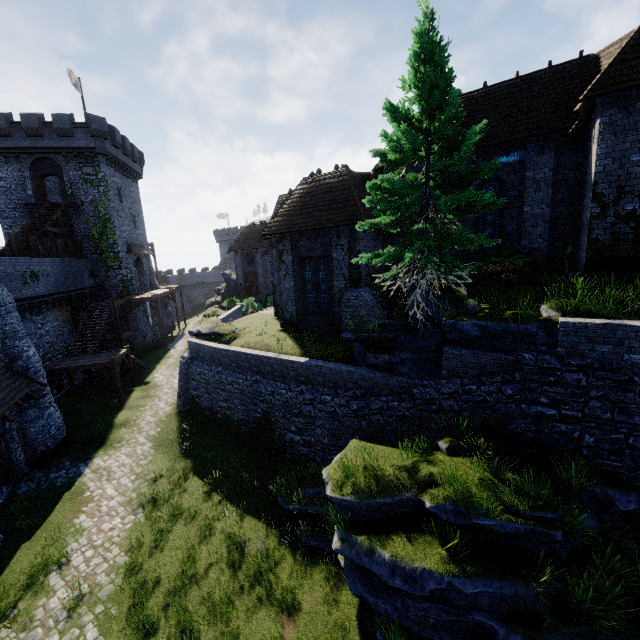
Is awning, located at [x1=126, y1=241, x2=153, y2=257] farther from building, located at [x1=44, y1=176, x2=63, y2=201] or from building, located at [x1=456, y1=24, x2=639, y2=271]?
building, located at [x1=456, y1=24, x2=639, y2=271]

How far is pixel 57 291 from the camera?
24.42m

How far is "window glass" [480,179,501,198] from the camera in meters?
15.1 m

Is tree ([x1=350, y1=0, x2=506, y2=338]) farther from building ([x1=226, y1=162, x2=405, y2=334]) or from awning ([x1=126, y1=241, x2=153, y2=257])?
awning ([x1=126, y1=241, x2=153, y2=257])

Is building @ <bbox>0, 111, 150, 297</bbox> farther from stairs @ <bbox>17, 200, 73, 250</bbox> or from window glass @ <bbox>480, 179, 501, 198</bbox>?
window glass @ <bbox>480, 179, 501, 198</bbox>

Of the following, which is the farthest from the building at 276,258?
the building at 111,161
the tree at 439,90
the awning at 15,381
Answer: the building at 111,161

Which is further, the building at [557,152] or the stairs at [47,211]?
the stairs at [47,211]

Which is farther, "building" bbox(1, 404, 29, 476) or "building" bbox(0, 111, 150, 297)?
"building" bbox(0, 111, 150, 297)
